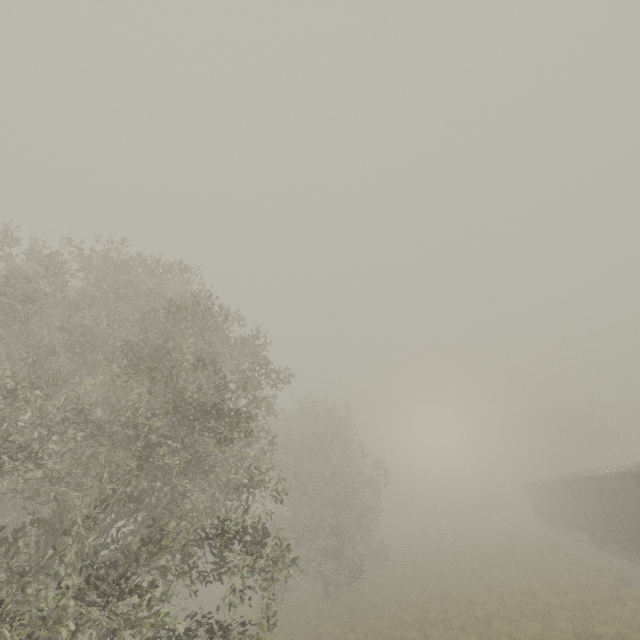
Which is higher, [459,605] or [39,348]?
[39,348]

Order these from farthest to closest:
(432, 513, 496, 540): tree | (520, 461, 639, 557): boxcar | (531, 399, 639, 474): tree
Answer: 1. (432, 513, 496, 540): tree
2. (531, 399, 639, 474): tree
3. (520, 461, 639, 557): boxcar

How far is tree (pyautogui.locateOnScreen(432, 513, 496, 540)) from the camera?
50.5 meters

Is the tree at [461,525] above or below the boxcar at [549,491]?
below

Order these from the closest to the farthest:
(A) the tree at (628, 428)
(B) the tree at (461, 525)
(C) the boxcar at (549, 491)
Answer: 1. (C) the boxcar at (549, 491)
2. (A) the tree at (628, 428)
3. (B) the tree at (461, 525)

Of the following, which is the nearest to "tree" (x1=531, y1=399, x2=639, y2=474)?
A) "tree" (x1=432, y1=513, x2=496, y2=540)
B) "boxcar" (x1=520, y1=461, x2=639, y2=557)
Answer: "tree" (x1=432, y1=513, x2=496, y2=540)

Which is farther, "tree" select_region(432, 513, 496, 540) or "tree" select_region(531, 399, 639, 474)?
"tree" select_region(432, 513, 496, 540)
